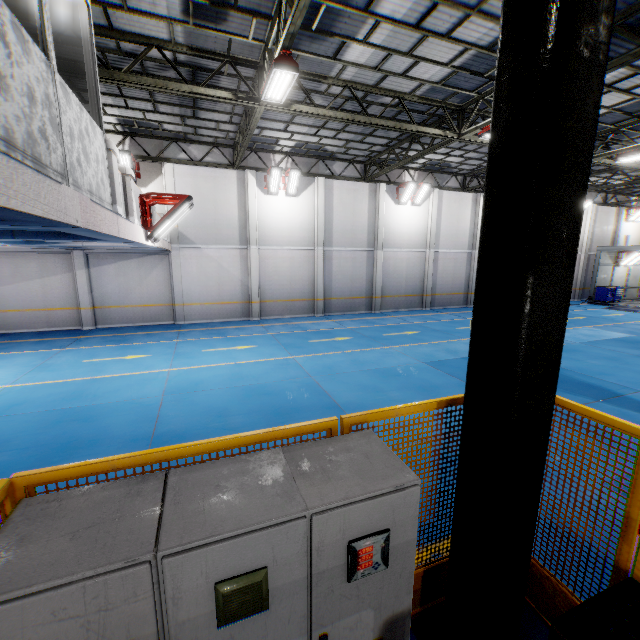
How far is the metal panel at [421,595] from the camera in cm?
260

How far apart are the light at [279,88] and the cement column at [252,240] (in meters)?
8.39

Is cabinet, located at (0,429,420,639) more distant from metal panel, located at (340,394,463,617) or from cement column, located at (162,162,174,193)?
cement column, located at (162,162,174,193)

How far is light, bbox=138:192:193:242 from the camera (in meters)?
8.23

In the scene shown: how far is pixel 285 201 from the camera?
17.9 meters

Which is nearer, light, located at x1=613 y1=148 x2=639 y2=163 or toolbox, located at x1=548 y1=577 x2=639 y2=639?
toolbox, located at x1=548 y1=577 x2=639 y2=639

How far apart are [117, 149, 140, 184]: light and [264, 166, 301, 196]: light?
6.02m

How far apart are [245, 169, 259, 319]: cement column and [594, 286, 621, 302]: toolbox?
26.35m
